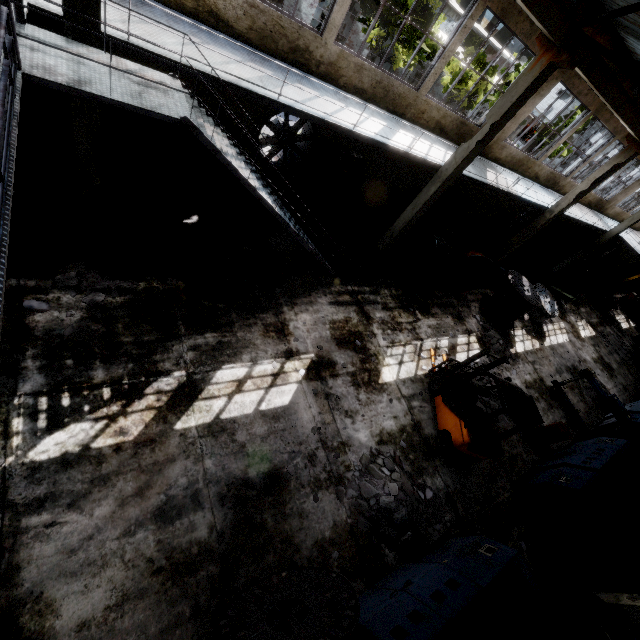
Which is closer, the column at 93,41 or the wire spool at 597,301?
the column at 93,41

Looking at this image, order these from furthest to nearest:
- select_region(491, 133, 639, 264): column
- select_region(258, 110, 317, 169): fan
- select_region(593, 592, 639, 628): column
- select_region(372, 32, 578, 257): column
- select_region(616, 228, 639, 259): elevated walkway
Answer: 1. select_region(616, 228, 639, 259): elevated walkway
2. select_region(491, 133, 639, 264): column
3. select_region(258, 110, 317, 169): fan
4. select_region(372, 32, 578, 257): column
5. select_region(593, 592, 639, 628): column

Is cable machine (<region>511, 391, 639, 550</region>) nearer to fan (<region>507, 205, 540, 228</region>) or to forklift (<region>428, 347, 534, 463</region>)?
forklift (<region>428, 347, 534, 463</region>)

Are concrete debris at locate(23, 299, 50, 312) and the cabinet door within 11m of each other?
no

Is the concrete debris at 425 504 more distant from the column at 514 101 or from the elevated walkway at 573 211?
the column at 514 101

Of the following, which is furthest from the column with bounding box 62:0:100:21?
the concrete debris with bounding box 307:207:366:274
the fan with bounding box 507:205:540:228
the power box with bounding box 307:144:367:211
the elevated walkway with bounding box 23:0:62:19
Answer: the fan with bounding box 507:205:540:228

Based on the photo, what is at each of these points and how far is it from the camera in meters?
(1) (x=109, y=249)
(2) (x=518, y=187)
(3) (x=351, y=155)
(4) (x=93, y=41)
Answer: (1) concrete debris, 7.5
(2) elevated walkway, 15.2
(3) power box, 11.7
(4) column, 5.0

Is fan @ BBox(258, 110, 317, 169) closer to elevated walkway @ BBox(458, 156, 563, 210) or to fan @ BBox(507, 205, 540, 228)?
elevated walkway @ BBox(458, 156, 563, 210)
